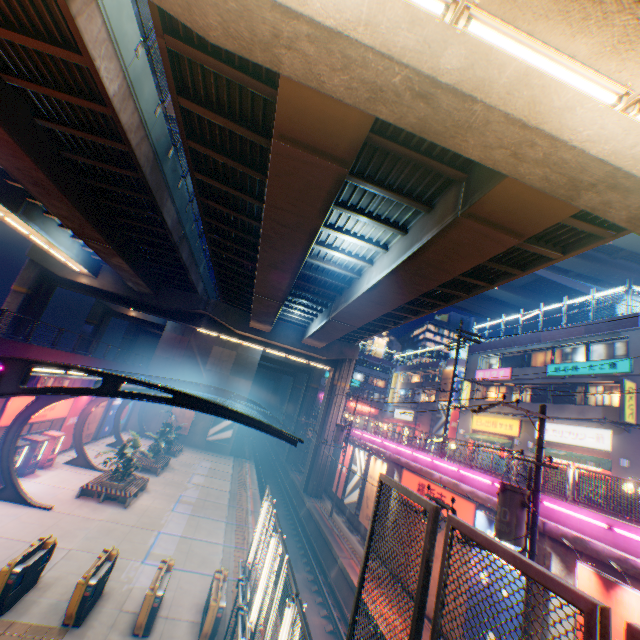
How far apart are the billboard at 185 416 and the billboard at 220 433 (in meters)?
2.01

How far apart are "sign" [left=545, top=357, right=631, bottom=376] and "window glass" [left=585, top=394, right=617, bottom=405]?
0.7 meters

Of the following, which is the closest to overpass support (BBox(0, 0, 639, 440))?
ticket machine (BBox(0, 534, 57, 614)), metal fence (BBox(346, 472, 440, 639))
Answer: metal fence (BBox(346, 472, 440, 639))

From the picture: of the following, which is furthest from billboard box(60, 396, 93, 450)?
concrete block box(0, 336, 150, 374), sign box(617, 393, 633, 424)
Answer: sign box(617, 393, 633, 424)

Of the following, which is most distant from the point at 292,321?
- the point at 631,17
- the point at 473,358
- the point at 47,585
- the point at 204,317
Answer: the point at 631,17

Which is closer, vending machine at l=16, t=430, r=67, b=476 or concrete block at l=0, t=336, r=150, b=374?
concrete block at l=0, t=336, r=150, b=374

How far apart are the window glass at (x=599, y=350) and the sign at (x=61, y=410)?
35.30m

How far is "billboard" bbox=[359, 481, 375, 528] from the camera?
21.7m
